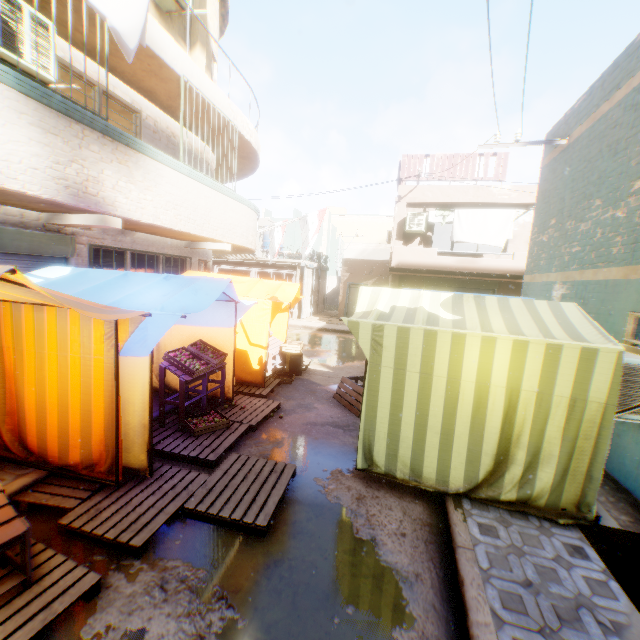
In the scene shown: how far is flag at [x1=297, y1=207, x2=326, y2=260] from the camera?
11.81m

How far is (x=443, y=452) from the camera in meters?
4.1

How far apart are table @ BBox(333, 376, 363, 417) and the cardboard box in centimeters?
168cm

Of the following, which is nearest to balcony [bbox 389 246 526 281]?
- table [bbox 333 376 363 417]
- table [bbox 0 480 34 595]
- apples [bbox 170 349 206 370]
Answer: table [bbox 0 480 34 595]

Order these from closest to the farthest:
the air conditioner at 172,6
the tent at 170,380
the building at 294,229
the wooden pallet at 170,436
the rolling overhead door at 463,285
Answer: the wooden pallet at 170,436
the tent at 170,380
the air conditioner at 172,6
the rolling overhead door at 463,285
the building at 294,229

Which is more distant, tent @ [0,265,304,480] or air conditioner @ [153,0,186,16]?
air conditioner @ [153,0,186,16]

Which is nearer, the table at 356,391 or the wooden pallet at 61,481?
the wooden pallet at 61,481

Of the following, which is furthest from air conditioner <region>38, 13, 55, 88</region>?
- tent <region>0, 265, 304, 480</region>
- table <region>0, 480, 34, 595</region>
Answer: table <region>0, 480, 34, 595</region>
